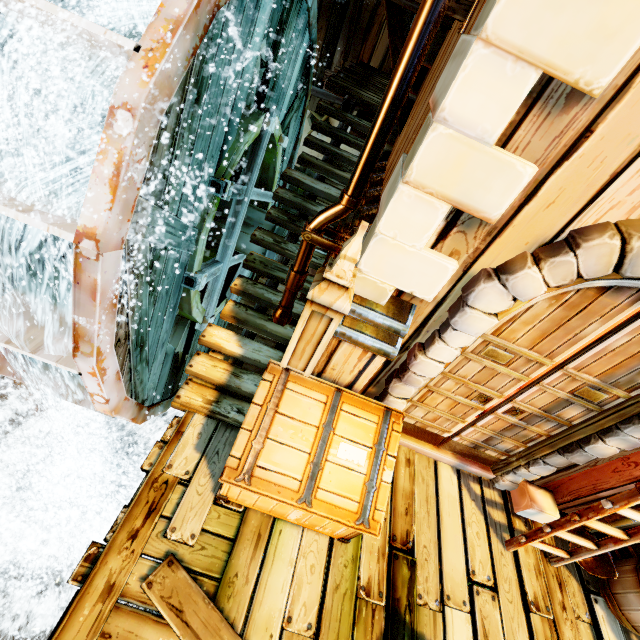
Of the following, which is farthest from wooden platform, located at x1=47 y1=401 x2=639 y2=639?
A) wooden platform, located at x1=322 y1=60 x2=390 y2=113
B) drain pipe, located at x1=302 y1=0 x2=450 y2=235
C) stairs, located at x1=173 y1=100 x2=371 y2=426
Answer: wooden platform, located at x1=322 y1=60 x2=390 y2=113

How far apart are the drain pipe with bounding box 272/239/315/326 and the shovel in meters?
4.4 m

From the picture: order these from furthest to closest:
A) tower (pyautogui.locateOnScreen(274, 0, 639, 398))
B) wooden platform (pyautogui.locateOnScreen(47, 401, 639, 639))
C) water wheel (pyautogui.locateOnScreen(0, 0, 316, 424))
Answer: wooden platform (pyautogui.locateOnScreen(47, 401, 639, 639)) → water wheel (pyautogui.locateOnScreen(0, 0, 316, 424)) → tower (pyautogui.locateOnScreen(274, 0, 639, 398))

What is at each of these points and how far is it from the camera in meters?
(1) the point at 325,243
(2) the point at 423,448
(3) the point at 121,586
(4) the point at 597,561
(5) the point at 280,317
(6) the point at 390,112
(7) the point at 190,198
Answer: (1) drain pipe hanger, 2.8
(2) tower, 4.1
(3) wooden platform, 2.6
(4) shovel, 3.8
(5) drain pipe, 3.5
(6) drain pipe, 2.1
(7) water wheel, 3.1

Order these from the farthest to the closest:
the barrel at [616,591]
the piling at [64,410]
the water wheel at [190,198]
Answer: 1. the piling at [64,410]
2. the barrel at [616,591]
3. the water wheel at [190,198]

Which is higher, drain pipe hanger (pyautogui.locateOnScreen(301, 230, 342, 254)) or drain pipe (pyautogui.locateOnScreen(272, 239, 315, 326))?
drain pipe hanger (pyautogui.locateOnScreen(301, 230, 342, 254))

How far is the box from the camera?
2.8 meters

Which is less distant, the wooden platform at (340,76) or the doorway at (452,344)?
the doorway at (452,344)
